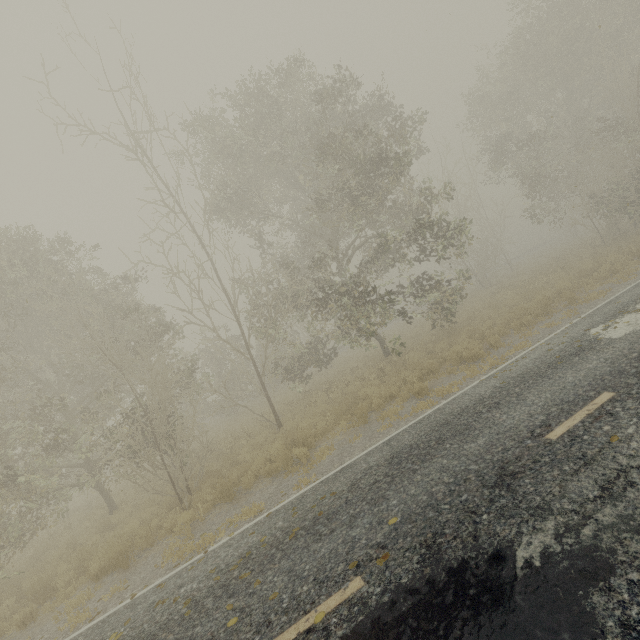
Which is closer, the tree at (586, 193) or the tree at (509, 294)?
the tree at (586, 193)

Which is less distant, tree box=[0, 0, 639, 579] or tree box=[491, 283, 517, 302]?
tree box=[0, 0, 639, 579]

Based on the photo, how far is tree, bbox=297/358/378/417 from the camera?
13.8m

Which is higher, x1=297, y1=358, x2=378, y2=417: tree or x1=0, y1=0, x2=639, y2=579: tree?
x1=0, y1=0, x2=639, y2=579: tree

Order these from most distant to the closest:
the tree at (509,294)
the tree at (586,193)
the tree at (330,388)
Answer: the tree at (509,294) → the tree at (330,388) → the tree at (586,193)

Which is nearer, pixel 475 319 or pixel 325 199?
pixel 325 199
